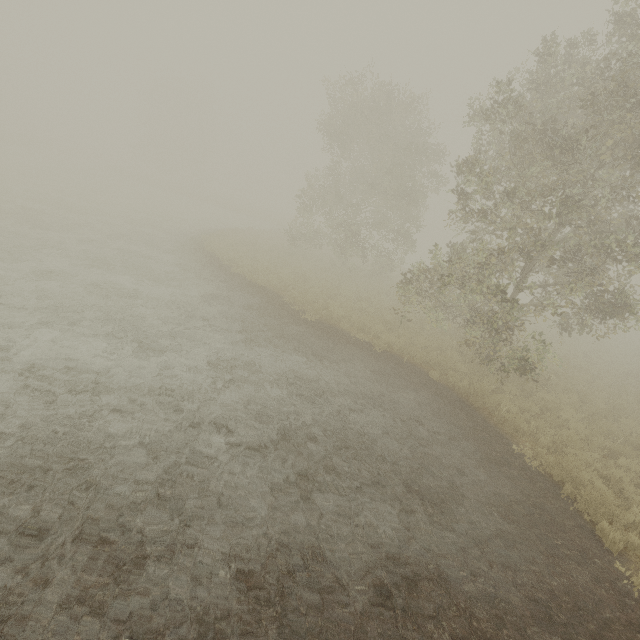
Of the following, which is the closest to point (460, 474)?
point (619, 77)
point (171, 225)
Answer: point (619, 77)
